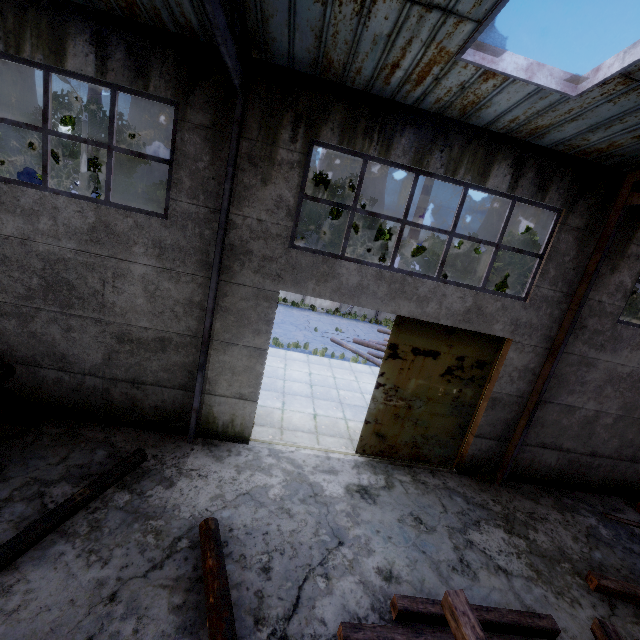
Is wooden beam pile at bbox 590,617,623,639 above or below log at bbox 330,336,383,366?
above

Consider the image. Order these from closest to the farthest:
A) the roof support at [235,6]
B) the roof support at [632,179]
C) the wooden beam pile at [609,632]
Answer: the roof support at [235,6], the wooden beam pile at [609,632], the roof support at [632,179]

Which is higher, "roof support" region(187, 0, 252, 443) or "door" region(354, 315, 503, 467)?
"roof support" region(187, 0, 252, 443)

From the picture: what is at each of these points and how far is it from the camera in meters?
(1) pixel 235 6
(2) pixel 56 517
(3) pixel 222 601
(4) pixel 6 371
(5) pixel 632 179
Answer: (1) roof support, 4.3
(2) log, 4.8
(3) log, 4.2
(4) log pile, 6.1
(5) roof support, 6.6

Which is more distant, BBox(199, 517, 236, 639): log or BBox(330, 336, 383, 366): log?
BBox(330, 336, 383, 366): log

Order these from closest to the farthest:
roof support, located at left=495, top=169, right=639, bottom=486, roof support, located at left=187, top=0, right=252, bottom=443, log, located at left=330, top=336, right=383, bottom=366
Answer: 1. roof support, located at left=187, top=0, right=252, bottom=443
2. roof support, located at left=495, top=169, right=639, bottom=486
3. log, located at left=330, top=336, right=383, bottom=366

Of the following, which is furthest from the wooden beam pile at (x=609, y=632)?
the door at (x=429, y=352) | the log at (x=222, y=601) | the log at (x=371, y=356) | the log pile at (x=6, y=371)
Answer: the log at (x=371, y=356)

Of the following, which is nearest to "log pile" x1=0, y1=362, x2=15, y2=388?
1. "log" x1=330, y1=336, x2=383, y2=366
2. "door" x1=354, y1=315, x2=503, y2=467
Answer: "door" x1=354, y1=315, x2=503, y2=467
